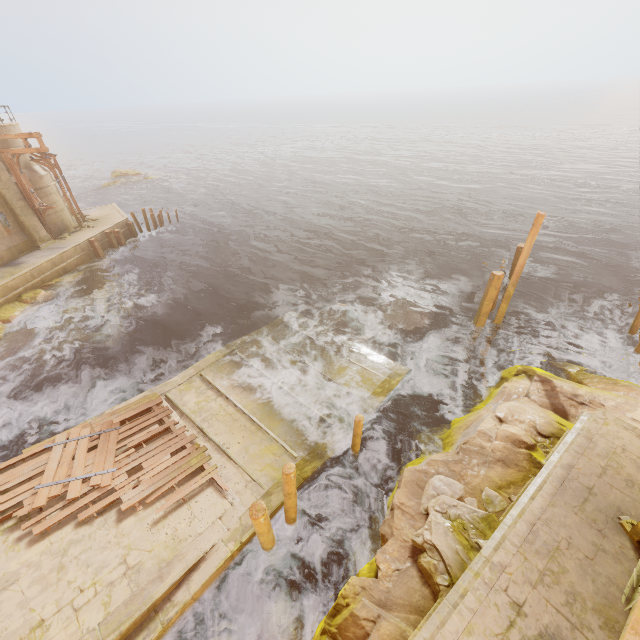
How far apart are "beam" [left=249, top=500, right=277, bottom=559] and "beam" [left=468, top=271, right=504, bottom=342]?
11.9m

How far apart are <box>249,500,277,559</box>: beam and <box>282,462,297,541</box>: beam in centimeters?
32cm

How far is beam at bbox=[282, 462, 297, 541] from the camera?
7.6 meters

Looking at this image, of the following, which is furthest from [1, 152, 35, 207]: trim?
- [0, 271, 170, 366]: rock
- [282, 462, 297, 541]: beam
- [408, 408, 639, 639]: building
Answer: [408, 408, 639, 639]: building

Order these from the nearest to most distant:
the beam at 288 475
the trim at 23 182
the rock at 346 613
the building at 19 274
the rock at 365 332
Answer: the rock at 346 613 < the beam at 288 475 < the rock at 365 332 < the building at 19 274 < the trim at 23 182

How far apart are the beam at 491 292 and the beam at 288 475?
11.1m

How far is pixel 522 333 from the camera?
15.9m

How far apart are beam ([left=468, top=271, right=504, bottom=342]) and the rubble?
8.8 meters
